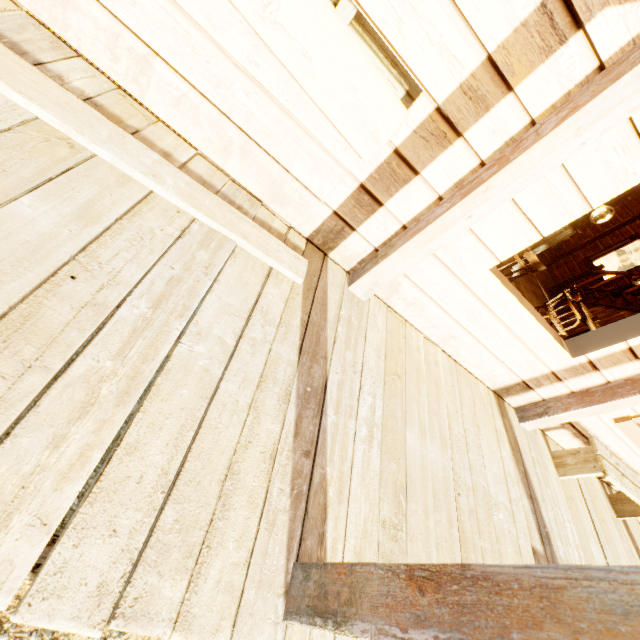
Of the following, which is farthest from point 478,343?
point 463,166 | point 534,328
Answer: point 463,166

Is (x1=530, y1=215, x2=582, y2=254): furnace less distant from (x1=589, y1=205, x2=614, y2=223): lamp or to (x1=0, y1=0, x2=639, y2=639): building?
(x1=0, y1=0, x2=639, y2=639): building

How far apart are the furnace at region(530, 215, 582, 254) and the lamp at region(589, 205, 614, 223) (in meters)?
3.07

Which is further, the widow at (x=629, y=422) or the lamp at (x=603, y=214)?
the lamp at (x=603, y=214)

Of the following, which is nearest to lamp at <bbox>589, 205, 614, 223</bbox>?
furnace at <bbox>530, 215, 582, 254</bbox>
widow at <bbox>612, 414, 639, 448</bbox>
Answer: furnace at <bbox>530, 215, 582, 254</bbox>

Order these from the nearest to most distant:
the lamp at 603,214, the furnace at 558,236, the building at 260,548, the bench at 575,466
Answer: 1. the building at 260,548
2. the bench at 575,466
3. the furnace at 558,236
4. the lamp at 603,214

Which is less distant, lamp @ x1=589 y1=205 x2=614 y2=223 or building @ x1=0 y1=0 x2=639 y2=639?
building @ x1=0 y1=0 x2=639 y2=639

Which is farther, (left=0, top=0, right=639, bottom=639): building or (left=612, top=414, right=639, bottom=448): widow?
(left=612, top=414, right=639, bottom=448): widow
